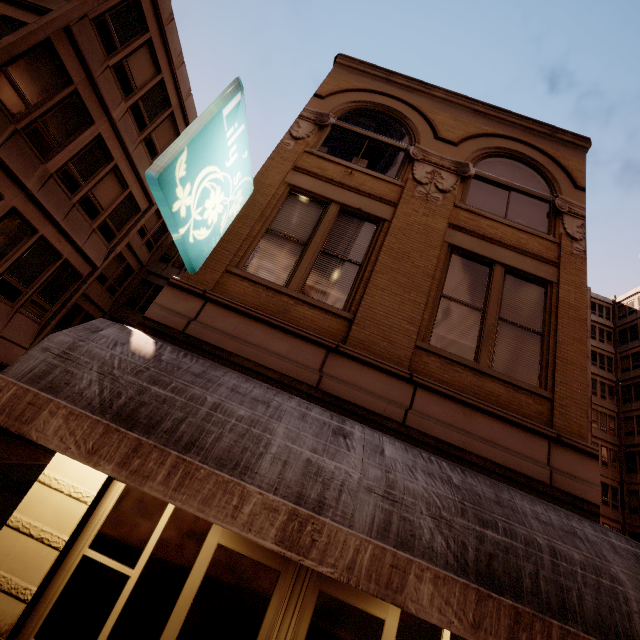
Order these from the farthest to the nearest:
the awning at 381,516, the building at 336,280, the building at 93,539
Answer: the building at 336,280, the building at 93,539, the awning at 381,516

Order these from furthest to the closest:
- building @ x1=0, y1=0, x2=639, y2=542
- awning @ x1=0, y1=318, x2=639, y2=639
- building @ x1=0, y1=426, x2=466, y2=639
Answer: building @ x1=0, y1=0, x2=639, y2=542 < building @ x1=0, y1=426, x2=466, y2=639 < awning @ x1=0, y1=318, x2=639, y2=639

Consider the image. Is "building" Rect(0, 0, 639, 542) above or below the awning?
above

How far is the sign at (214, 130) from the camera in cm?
398

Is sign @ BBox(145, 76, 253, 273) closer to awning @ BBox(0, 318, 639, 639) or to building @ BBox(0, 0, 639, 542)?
building @ BBox(0, 0, 639, 542)

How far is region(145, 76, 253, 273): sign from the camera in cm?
398

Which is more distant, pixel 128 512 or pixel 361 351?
pixel 361 351

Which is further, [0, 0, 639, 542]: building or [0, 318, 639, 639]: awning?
[0, 0, 639, 542]: building
